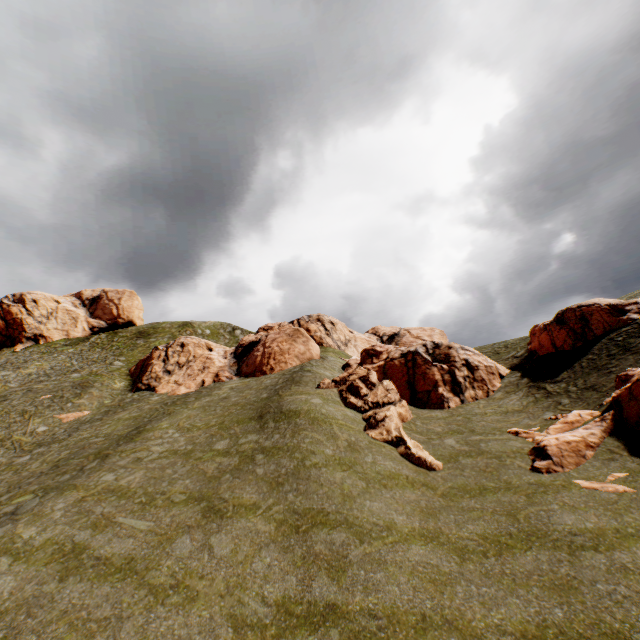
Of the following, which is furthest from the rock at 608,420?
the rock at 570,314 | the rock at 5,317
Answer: the rock at 5,317

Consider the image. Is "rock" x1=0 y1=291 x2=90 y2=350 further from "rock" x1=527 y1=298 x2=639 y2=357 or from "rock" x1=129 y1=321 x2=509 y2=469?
"rock" x1=129 y1=321 x2=509 y2=469

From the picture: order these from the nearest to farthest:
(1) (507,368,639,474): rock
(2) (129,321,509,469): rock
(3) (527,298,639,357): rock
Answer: (1) (507,368,639,474): rock < (2) (129,321,509,469): rock < (3) (527,298,639,357): rock

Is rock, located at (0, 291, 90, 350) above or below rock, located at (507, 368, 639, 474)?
above

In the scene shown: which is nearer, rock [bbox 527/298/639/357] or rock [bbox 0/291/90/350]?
rock [bbox 527/298/639/357]

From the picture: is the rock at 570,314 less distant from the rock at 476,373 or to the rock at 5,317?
the rock at 476,373

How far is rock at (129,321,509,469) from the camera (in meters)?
21.12

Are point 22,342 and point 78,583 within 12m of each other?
no
